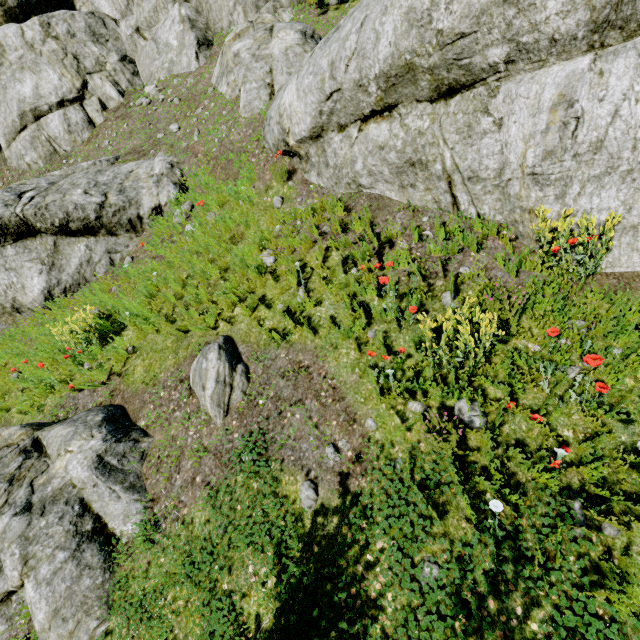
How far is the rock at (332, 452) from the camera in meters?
3.5

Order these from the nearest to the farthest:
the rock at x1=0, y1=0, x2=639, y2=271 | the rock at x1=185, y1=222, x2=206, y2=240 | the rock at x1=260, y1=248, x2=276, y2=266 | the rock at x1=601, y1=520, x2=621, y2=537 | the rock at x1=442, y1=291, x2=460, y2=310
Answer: the rock at x1=601, y1=520, x2=621, y2=537, the rock at x1=0, y1=0, x2=639, y2=271, the rock at x1=442, y1=291, x2=460, y2=310, the rock at x1=260, y1=248, x2=276, y2=266, the rock at x1=185, y1=222, x2=206, y2=240

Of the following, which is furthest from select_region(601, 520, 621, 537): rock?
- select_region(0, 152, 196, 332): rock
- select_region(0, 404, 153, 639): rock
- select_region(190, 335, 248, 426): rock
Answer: select_region(0, 404, 153, 639): rock

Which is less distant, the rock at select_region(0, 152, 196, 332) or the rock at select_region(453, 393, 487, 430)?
the rock at select_region(453, 393, 487, 430)

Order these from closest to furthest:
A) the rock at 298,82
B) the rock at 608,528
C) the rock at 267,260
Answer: the rock at 608,528, the rock at 298,82, the rock at 267,260

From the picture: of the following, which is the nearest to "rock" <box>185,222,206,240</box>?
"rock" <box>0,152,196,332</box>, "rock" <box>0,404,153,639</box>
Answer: "rock" <box>0,152,196,332</box>

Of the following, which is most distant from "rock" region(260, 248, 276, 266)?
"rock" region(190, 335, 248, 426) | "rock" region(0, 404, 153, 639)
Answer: "rock" region(0, 404, 153, 639)

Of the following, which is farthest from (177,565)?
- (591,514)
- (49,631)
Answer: (591,514)
